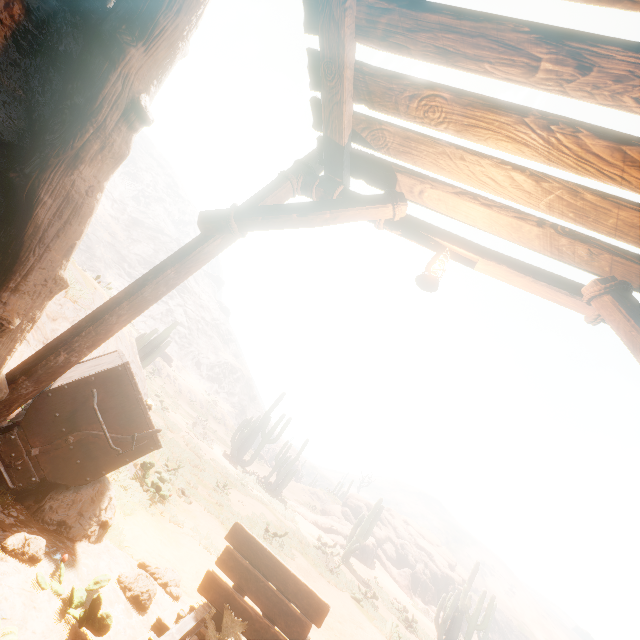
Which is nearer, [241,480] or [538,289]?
[538,289]

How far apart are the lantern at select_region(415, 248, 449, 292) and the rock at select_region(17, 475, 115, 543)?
3.9 meters

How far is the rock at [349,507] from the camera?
27.1 meters

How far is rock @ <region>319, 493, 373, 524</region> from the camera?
27.1 meters

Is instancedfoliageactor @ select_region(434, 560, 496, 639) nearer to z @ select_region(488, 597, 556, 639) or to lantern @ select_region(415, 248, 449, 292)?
lantern @ select_region(415, 248, 449, 292)

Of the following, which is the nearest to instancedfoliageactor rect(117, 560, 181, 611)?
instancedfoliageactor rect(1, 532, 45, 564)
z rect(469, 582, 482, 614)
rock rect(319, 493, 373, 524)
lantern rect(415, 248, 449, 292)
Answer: instancedfoliageactor rect(1, 532, 45, 564)

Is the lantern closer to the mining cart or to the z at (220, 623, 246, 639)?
the z at (220, 623, 246, 639)

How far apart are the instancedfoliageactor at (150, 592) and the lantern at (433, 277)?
3.8 meters
